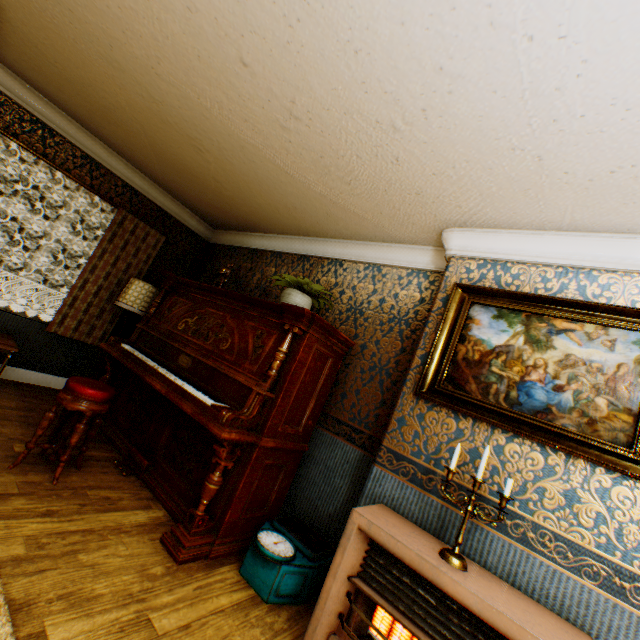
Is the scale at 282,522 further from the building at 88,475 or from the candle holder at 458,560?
the candle holder at 458,560

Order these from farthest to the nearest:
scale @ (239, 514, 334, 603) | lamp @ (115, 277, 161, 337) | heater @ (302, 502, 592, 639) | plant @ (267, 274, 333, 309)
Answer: lamp @ (115, 277, 161, 337) → plant @ (267, 274, 333, 309) → scale @ (239, 514, 334, 603) → heater @ (302, 502, 592, 639)

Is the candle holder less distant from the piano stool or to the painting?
the painting

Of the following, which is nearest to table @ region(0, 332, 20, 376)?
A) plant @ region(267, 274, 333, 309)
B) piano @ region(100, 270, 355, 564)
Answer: piano @ region(100, 270, 355, 564)

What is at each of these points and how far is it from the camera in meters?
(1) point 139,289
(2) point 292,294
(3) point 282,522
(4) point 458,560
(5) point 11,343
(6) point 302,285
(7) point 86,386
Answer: (1) lamp, 4.3
(2) flower pot, 3.2
(3) scale, 2.7
(4) candle holder, 1.7
(5) table, 3.5
(6) plant, 3.3
(7) piano stool, 2.6

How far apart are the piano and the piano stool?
0.3 meters

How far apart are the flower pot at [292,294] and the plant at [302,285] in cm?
6

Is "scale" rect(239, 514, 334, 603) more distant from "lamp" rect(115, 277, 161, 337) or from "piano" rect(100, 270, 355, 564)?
"lamp" rect(115, 277, 161, 337)
